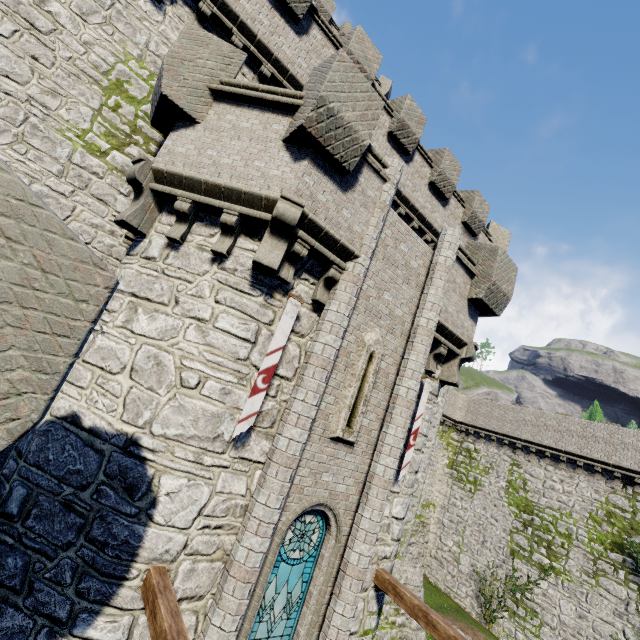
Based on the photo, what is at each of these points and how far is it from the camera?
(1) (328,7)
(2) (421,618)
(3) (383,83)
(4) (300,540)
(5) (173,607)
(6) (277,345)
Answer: (1) building, 23.69m
(2) wooden beam, 7.07m
(3) building, 27.88m
(4) window glass, 7.06m
(5) wooden beam, 4.49m
(6) flag, 6.19m

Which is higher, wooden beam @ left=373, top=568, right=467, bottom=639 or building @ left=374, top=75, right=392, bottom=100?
building @ left=374, top=75, right=392, bottom=100

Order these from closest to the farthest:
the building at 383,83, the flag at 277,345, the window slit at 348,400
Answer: the flag at 277,345 < the window slit at 348,400 < the building at 383,83

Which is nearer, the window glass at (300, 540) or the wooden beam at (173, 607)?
the wooden beam at (173, 607)

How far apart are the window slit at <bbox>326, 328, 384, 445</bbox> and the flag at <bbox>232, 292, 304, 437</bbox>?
1.86m

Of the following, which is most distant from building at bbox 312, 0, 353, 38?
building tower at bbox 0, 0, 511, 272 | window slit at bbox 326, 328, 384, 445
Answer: window slit at bbox 326, 328, 384, 445

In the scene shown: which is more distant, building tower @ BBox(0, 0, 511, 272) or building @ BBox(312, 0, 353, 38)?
building @ BBox(312, 0, 353, 38)

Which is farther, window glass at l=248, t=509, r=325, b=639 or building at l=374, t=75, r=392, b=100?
building at l=374, t=75, r=392, b=100
